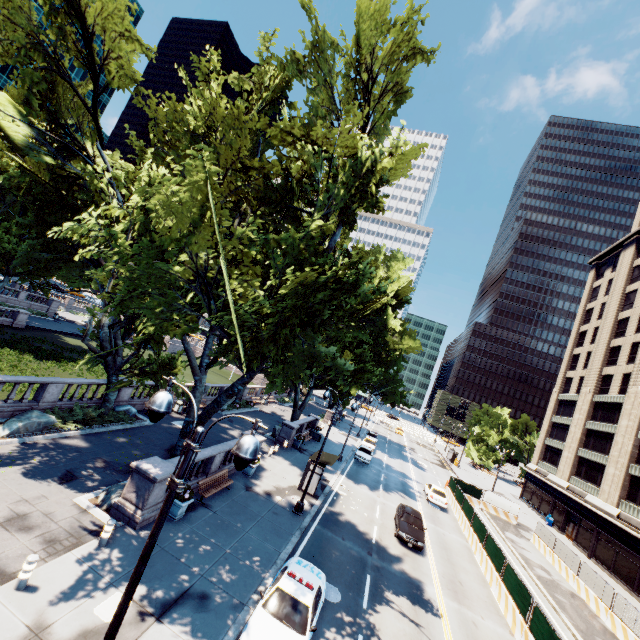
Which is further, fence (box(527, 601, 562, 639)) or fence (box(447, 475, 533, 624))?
fence (box(447, 475, 533, 624))

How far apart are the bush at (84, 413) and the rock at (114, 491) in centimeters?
640cm

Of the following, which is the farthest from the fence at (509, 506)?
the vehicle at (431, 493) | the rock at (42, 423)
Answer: the rock at (42, 423)

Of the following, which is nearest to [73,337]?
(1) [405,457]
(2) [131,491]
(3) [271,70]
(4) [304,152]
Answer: (2) [131,491]

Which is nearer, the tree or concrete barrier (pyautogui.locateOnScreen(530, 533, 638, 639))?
the tree

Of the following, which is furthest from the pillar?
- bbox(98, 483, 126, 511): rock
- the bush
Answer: the bush

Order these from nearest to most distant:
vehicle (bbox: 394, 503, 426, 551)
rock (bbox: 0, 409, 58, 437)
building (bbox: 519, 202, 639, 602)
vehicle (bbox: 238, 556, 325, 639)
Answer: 1. vehicle (bbox: 238, 556, 325, 639)
2. rock (bbox: 0, 409, 58, 437)
3. vehicle (bbox: 394, 503, 426, 551)
4. building (bbox: 519, 202, 639, 602)

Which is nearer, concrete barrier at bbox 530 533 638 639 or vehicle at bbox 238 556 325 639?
vehicle at bbox 238 556 325 639
